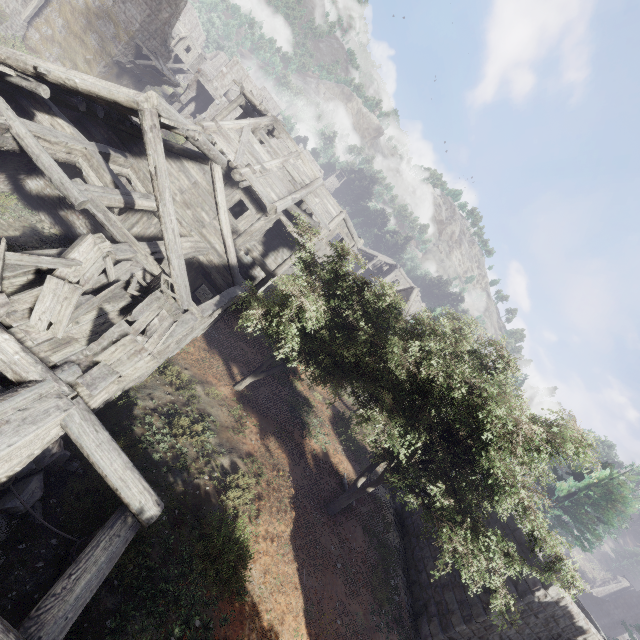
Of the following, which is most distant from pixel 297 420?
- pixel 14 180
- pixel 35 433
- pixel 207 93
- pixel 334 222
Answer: pixel 207 93

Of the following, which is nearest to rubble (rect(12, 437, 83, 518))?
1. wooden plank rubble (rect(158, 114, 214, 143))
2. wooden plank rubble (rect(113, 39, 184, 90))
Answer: wooden plank rubble (rect(158, 114, 214, 143))

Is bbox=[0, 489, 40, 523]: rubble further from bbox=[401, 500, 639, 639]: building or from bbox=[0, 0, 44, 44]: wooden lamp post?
bbox=[0, 0, 44, 44]: wooden lamp post

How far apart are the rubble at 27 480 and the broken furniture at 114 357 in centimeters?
242cm

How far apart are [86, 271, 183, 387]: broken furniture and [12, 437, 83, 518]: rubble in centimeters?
242cm

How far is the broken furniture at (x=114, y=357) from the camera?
5.94m

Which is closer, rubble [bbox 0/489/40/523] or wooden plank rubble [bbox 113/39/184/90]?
rubble [bbox 0/489/40/523]

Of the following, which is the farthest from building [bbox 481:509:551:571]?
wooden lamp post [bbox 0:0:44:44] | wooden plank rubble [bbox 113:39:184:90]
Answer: wooden lamp post [bbox 0:0:44:44]
